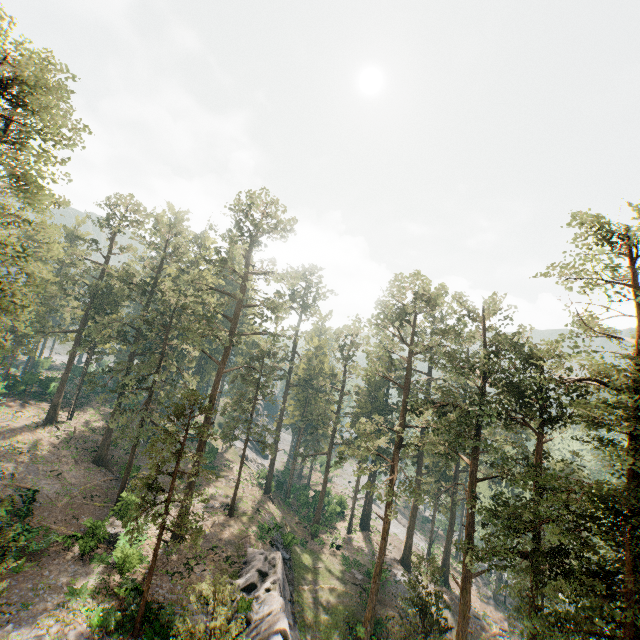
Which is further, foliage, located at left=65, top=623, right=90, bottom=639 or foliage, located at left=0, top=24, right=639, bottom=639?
foliage, located at left=65, top=623, right=90, bottom=639

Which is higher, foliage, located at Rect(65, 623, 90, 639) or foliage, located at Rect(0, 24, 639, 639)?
foliage, located at Rect(0, 24, 639, 639)

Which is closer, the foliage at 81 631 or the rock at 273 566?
the foliage at 81 631

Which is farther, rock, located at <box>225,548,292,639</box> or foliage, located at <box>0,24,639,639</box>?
rock, located at <box>225,548,292,639</box>

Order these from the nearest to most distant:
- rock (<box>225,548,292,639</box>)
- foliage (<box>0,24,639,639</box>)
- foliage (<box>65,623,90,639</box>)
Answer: foliage (<box>0,24,639,639</box>) < foliage (<box>65,623,90,639</box>) < rock (<box>225,548,292,639</box>)

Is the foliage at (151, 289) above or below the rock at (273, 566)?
above

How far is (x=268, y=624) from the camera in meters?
20.4 m
